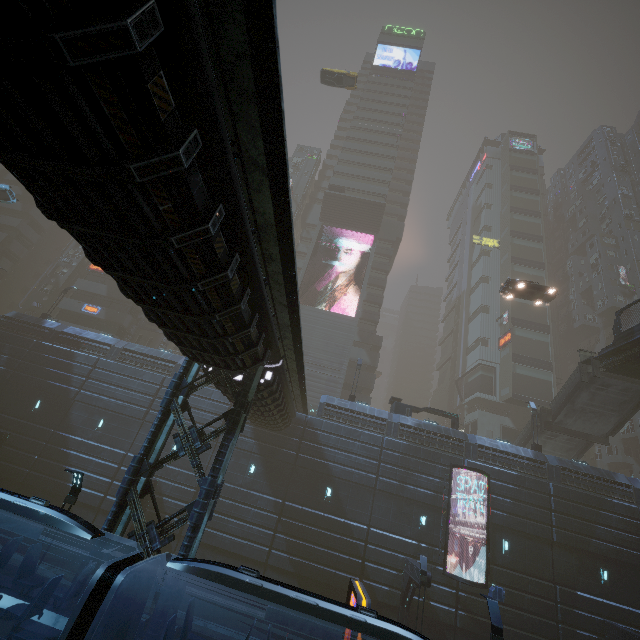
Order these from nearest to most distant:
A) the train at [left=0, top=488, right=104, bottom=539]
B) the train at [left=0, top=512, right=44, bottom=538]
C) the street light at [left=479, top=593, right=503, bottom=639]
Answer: the train at [left=0, top=488, right=104, bottom=539]
the train at [left=0, top=512, right=44, bottom=538]
the street light at [left=479, top=593, right=503, bottom=639]

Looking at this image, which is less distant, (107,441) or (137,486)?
(137,486)

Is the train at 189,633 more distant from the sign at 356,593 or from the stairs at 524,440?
the stairs at 524,440

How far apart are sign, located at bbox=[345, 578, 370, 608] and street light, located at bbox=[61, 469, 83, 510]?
9.56m

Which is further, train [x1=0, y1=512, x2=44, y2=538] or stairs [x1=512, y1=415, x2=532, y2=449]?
stairs [x1=512, y1=415, x2=532, y2=449]

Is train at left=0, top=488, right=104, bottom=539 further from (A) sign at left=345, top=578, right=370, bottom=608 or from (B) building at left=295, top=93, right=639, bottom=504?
(A) sign at left=345, top=578, right=370, bottom=608

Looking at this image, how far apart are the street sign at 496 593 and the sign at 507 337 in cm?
3628

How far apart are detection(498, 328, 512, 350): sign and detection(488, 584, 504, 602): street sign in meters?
36.3 m
